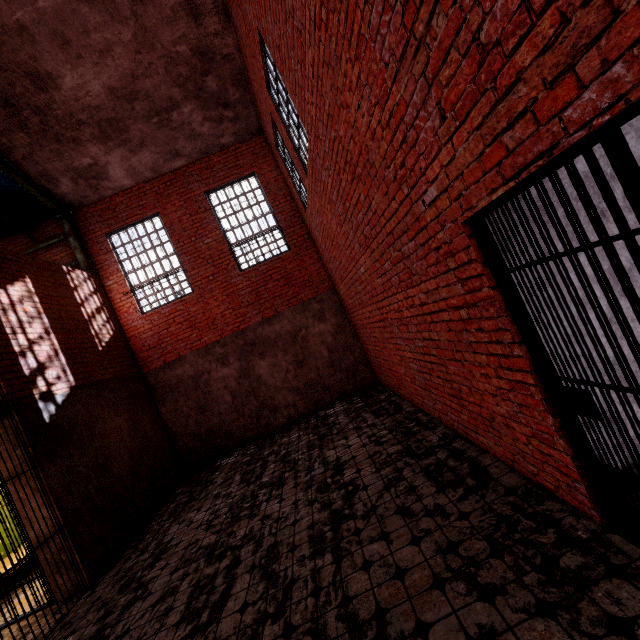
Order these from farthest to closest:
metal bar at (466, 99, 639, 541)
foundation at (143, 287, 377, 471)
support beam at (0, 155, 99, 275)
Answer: foundation at (143, 287, 377, 471), support beam at (0, 155, 99, 275), metal bar at (466, 99, 639, 541)

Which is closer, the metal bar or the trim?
the metal bar

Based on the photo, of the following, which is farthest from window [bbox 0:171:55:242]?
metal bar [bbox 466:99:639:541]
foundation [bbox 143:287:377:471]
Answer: metal bar [bbox 466:99:639:541]

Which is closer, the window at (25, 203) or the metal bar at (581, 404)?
the metal bar at (581, 404)

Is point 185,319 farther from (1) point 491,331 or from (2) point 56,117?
(1) point 491,331

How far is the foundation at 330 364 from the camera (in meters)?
8.92

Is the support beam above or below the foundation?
above

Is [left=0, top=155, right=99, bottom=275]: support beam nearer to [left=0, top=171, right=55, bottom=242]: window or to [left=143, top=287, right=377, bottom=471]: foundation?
[left=0, top=171, right=55, bottom=242]: window
